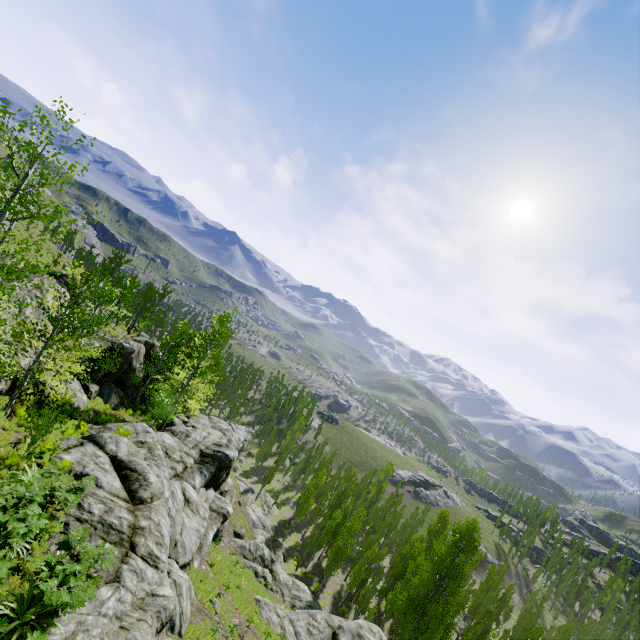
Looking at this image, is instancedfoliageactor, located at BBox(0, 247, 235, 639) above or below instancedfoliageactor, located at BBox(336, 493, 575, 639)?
above

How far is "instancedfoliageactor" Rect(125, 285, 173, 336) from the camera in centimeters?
4311cm

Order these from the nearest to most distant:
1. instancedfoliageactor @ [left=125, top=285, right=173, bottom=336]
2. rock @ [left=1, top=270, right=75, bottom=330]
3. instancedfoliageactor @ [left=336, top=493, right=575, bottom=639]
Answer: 1. rock @ [left=1, top=270, right=75, bottom=330]
2. instancedfoliageactor @ [left=336, top=493, right=575, bottom=639]
3. instancedfoliageactor @ [left=125, top=285, right=173, bottom=336]

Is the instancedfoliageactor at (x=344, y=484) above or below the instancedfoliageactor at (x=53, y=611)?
below

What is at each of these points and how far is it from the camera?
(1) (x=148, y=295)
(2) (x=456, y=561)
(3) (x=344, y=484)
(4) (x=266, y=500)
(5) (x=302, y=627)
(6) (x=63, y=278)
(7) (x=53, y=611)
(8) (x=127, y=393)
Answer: (1) instancedfoliageactor, 57.0m
(2) instancedfoliageactor, 50.3m
(3) instancedfoliageactor, 57.6m
(4) rock, 53.5m
(5) rock, 22.0m
(6) rock, 36.4m
(7) instancedfoliageactor, 7.8m
(8) rock, 29.1m

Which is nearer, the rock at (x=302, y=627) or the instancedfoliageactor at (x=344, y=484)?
the rock at (x=302, y=627)

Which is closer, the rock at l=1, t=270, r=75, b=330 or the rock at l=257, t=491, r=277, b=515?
the rock at l=1, t=270, r=75, b=330

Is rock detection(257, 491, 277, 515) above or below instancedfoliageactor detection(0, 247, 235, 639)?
below
